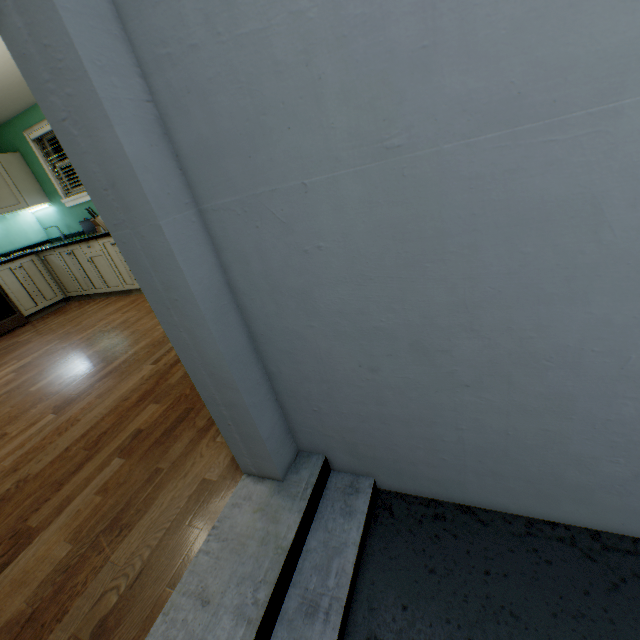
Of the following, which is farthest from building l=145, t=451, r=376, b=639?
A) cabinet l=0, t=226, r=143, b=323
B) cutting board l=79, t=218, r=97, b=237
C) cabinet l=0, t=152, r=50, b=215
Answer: cabinet l=0, t=152, r=50, b=215

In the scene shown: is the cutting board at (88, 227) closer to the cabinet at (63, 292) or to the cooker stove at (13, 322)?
the cabinet at (63, 292)

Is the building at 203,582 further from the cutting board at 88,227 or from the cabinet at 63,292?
the cutting board at 88,227

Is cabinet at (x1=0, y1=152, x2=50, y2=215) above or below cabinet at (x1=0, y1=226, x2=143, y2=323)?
above

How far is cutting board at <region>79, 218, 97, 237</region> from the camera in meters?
4.6 m

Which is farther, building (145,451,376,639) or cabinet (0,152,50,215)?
cabinet (0,152,50,215)

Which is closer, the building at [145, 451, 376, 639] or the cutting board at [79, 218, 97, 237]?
the building at [145, 451, 376, 639]

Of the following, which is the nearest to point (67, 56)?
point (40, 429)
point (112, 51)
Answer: point (112, 51)
